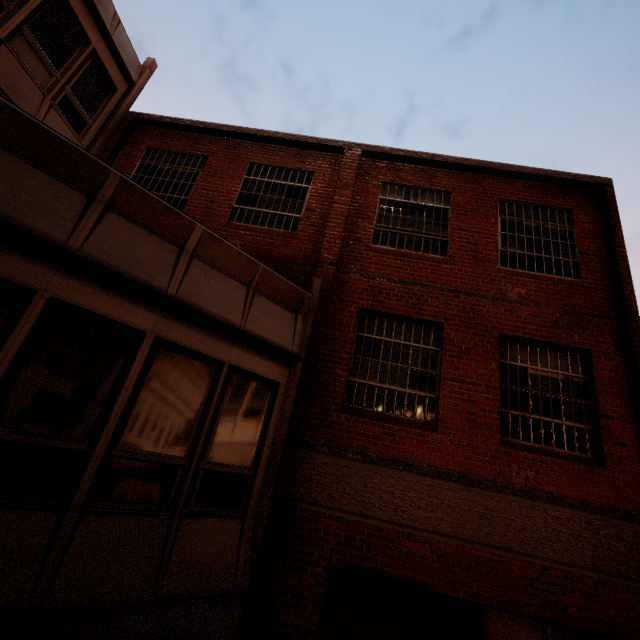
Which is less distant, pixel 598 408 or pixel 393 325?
pixel 598 408
